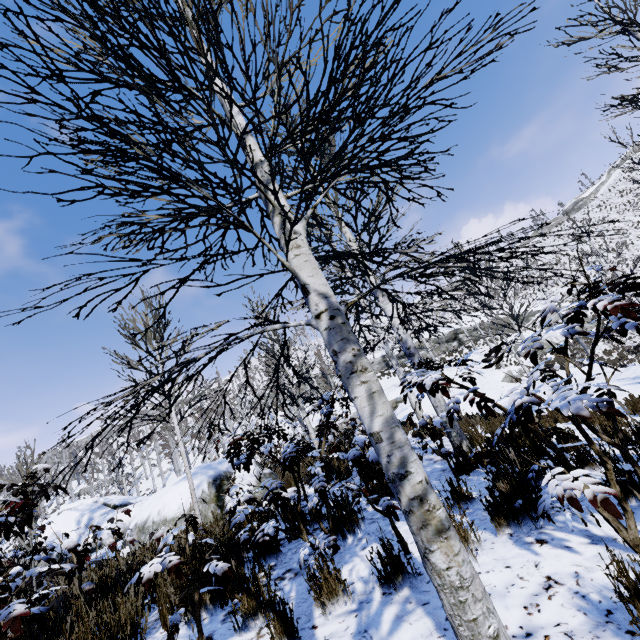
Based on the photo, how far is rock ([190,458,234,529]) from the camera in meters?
7.2

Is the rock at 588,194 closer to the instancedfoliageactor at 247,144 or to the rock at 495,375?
the rock at 495,375

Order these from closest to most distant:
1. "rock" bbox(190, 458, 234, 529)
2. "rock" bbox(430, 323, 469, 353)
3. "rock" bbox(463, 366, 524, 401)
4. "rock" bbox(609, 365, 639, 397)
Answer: "rock" bbox(190, 458, 234, 529) → "rock" bbox(609, 365, 639, 397) → "rock" bbox(463, 366, 524, 401) → "rock" bbox(430, 323, 469, 353)

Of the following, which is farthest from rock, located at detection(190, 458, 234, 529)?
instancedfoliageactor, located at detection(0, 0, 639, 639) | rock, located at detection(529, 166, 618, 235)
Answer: rock, located at detection(529, 166, 618, 235)

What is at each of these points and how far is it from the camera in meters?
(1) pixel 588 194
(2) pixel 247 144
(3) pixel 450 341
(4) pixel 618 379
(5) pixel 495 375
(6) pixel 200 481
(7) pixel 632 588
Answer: (1) rock, 56.2
(2) instancedfoliageactor, 2.3
(3) rock, 39.1
(4) rock, 9.9
(5) rock, 18.8
(6) rock, 7.8
(7) instancedfoliageactor, 1.4

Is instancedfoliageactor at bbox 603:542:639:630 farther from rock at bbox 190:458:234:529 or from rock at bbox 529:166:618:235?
rock at bbox 529:166:618:235

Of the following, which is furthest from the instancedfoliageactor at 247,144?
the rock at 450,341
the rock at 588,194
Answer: the rock at 588,194

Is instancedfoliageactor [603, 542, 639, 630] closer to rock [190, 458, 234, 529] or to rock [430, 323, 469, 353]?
rock [190, 458, 234, 529]
